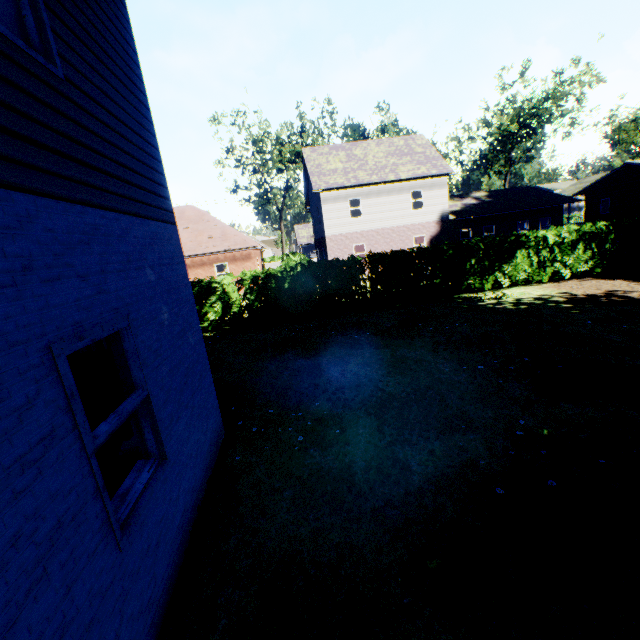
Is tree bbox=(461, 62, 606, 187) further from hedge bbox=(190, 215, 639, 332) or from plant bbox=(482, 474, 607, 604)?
plant bbox=(482, 474, 607, 604)

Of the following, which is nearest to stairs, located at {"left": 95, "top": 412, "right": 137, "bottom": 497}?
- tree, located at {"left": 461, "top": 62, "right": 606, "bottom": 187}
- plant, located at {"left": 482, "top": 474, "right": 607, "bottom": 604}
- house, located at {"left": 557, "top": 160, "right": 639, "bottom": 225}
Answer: plant, located at {"left": 482, "top": 474, "right": 607, "bottom": 604}

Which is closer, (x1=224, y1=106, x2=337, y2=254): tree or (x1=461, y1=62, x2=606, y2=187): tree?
(x1=461, y1=62, x2=606, y2=187): tree

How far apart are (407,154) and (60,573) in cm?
3090

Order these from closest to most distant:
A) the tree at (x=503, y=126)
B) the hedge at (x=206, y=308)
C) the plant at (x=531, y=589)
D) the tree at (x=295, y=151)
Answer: the plant at (x=531, y=589) < the hedge at (x=206, y=308) < the tree at (x=503, y=126) < the tree at (x=295, y=151)

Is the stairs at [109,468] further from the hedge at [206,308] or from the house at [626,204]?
the house at [626,204]

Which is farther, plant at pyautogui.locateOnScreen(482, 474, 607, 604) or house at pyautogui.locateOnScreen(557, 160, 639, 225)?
house at pyautogui.locateOnScreen(557, 160, 639, 225)

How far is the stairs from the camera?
2.63m
